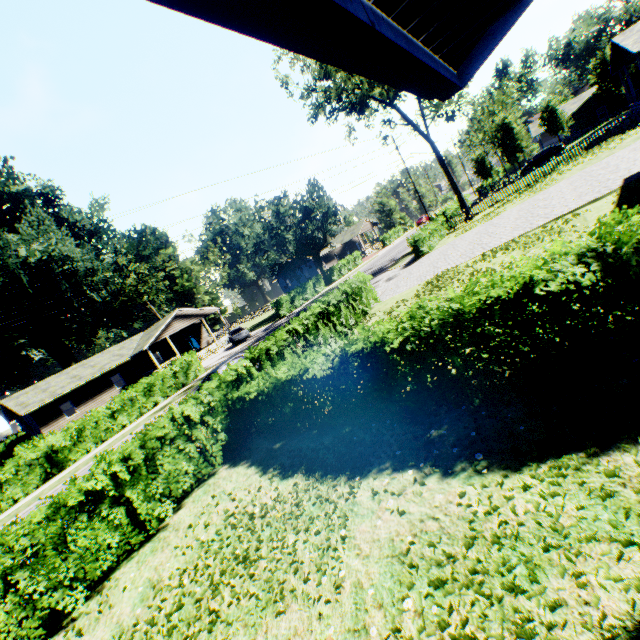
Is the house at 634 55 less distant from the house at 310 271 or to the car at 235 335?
the house at 310 271

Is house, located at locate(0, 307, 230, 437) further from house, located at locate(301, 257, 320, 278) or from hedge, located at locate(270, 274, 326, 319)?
house, located at locate(301, 257, 320, 278)

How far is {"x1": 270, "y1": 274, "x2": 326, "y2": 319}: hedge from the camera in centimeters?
3609cm

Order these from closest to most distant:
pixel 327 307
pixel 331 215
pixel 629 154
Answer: pixel 327 307, pixel 629 154, pixel 331 215

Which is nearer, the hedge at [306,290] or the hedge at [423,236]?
the hedge at [423,236]

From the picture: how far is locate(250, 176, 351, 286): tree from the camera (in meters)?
40.22

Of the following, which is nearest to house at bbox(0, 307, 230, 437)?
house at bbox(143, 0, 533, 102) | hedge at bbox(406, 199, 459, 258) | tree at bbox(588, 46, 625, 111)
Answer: hedge at bbox(406, 199, 459, 258)

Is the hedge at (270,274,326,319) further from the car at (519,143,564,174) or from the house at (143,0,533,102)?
the house at (143,0,533,102)
